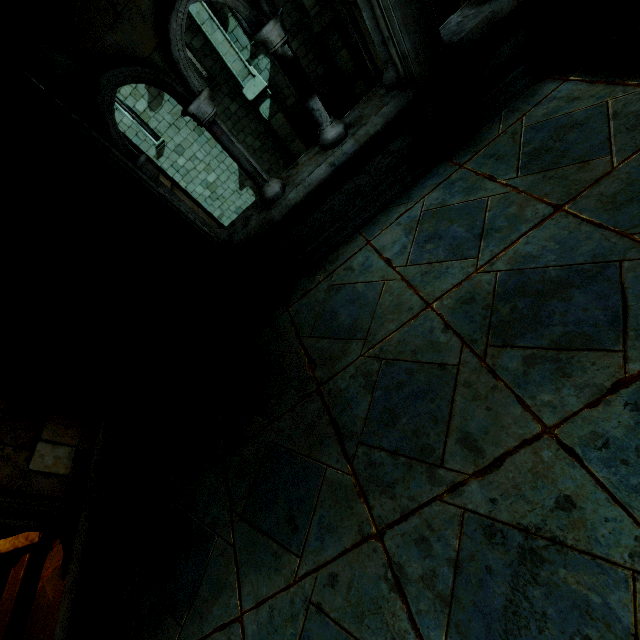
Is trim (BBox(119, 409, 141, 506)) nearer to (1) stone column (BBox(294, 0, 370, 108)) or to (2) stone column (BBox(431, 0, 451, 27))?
(1) stone column (BBox(294, 0, 370, 108))

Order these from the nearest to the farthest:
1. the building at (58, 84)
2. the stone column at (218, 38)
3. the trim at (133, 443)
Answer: the building at (58, 84)
the trim at (133, 443)
the stone column at (218, 38)

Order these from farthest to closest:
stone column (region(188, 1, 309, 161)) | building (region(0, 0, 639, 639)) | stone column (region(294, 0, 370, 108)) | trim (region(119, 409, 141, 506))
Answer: stone column (region(294, 0, 370, 108)) < stone column (region(188, 1, 309, 161)) < trim (region(119, 409, 141, 506)) < building (region(0, 0, 639, 639))

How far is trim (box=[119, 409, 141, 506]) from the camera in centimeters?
412cm

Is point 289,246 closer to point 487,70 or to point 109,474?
point 487,70

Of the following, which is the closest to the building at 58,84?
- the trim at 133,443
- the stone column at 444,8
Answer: the trim at 133,443

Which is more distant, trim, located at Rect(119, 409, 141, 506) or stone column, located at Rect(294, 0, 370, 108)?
stone column, located at Rect(294, 0, 370, 108)

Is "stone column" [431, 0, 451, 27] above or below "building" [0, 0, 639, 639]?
below
